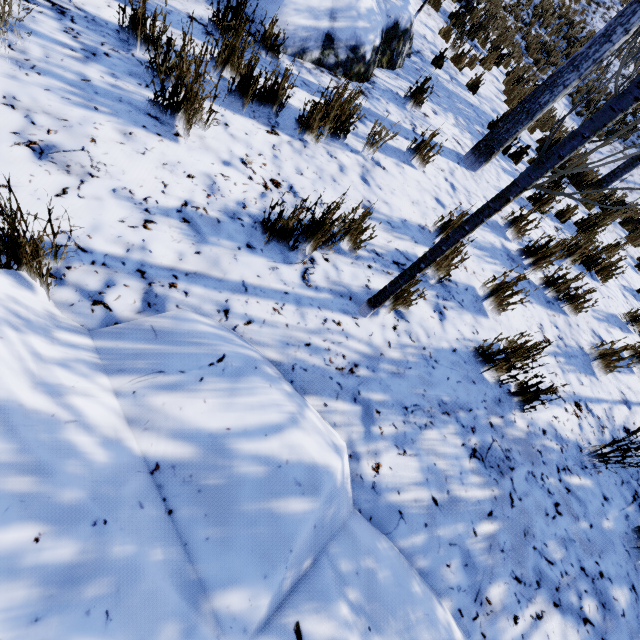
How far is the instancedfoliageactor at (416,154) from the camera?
3.3m

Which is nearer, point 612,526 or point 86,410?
point 86,410

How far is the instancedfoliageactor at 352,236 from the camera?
1.9m

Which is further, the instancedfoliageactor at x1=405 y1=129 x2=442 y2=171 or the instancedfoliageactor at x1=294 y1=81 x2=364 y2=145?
the instancedfoliageactor at x1=405 y1=129 x2=442 y2=171

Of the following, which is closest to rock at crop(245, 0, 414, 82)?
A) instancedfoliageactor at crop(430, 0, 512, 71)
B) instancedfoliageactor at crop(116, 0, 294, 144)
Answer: instancedfoliageactor at crop(430, 0, 512, 71)

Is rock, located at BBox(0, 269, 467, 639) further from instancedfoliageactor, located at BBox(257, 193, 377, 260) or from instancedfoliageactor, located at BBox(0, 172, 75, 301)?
instancedfoliageactor, located at BBox(257, 193, 377, 260)

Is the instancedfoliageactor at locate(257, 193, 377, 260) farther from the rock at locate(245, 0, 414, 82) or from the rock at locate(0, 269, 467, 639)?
the rock at locate(245, 0, 414, 82)

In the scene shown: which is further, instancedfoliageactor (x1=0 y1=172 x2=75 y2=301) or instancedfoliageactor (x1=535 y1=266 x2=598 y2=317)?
instancedfoliageactor (x1=535 y1=266 x2=598 y2=317)
